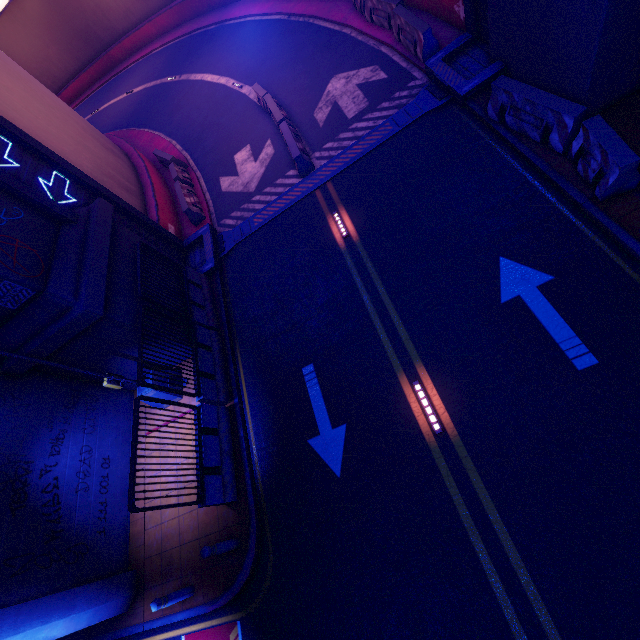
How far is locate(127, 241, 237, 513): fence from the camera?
7.1 meters

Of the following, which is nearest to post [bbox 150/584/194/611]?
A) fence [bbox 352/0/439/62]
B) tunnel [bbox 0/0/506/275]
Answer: tunnel [bbox 0/0/506/275]

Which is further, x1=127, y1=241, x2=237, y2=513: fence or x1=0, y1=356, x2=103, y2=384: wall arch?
x1=0, y1=356, x2=103, y2=384: wall arch

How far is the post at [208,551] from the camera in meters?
7.0

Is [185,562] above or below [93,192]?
below

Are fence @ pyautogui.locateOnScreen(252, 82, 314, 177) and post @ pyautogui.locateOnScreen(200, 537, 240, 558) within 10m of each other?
no

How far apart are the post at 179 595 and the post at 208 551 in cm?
148

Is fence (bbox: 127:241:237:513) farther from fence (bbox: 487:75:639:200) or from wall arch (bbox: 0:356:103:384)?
fence (bbox: 487:75:639:200)
